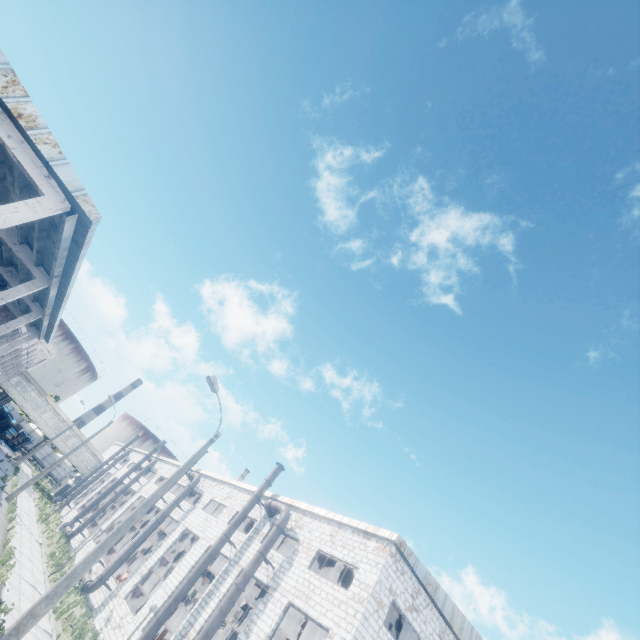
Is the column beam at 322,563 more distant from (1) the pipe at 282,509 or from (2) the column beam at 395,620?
(2) the column beam at 395,620

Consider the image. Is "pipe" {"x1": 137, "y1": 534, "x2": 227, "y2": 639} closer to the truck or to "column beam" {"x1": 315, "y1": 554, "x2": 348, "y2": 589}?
"column beam" {"x1": 315, "y1": 554, "x2": 348, "y2": 589}

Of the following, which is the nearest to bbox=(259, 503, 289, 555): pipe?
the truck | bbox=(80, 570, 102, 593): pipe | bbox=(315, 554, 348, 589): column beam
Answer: bbox=(315, 554, 348, 589): column beam

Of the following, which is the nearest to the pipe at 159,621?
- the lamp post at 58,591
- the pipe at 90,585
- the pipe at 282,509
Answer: the pipe at 282,509

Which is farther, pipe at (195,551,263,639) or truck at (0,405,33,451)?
truck at (0,405,33,451)

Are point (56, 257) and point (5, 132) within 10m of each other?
yes

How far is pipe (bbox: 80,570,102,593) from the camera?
22.6 meters

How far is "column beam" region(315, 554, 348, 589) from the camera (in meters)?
22.92
